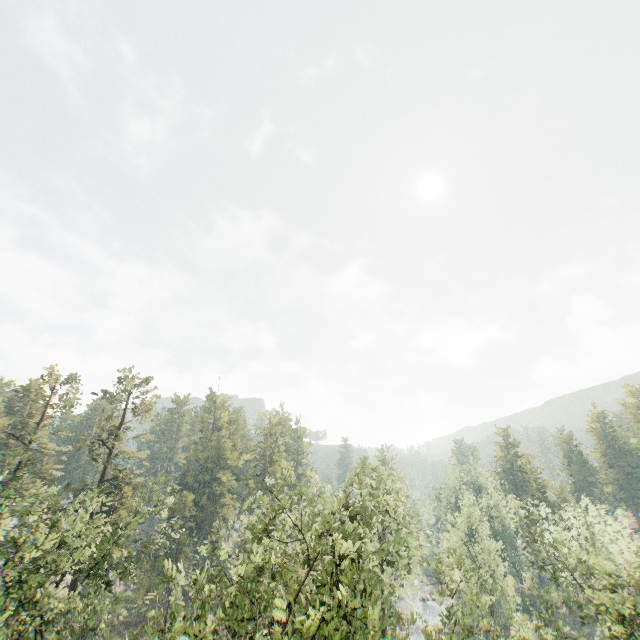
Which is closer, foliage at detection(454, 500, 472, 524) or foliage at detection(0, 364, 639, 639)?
foliage at detection(0, 364, 639, 639)

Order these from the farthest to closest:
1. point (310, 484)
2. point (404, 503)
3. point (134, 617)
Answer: point (134, 617), point (310, 484), point (404, 503)

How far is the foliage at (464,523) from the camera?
40.7 meters

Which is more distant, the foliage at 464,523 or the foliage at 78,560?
the foliage at 464,523

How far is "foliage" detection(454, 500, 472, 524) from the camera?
40.7 meters
